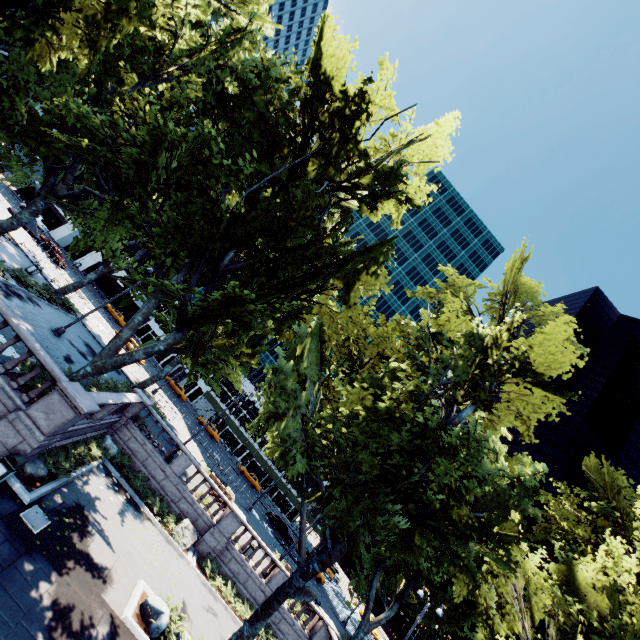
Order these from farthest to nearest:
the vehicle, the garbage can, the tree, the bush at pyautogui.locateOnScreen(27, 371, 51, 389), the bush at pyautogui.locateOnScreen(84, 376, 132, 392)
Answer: the vehicle < the bush at pyautogui.locateOnScreen(84, 376, 132, 392) < the bush at pyautogui.locateOnScreen(27, 371, 51, 389) < the tree < the garbage can

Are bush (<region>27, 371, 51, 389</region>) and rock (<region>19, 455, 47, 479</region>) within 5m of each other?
yes

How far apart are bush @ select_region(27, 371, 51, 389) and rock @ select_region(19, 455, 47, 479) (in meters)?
1.96

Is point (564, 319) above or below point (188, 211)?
above

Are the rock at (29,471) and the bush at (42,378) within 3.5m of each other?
yes

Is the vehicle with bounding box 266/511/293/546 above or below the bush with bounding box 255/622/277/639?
above

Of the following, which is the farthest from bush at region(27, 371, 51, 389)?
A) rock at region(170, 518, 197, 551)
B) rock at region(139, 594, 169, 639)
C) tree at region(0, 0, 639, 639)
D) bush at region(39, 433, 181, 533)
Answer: rock at region(170, 518, 197, 551)

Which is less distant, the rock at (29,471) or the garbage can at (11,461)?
the garbage can at (11,461)
